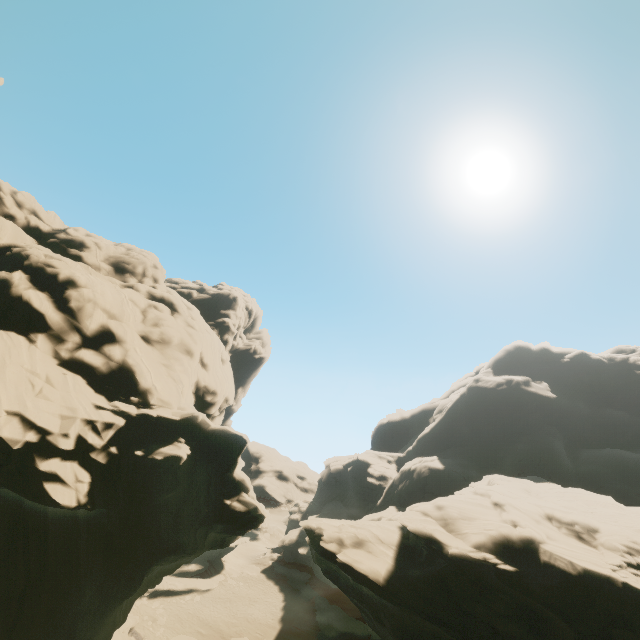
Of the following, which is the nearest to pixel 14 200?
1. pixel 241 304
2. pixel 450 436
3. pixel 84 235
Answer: pixel 84 235

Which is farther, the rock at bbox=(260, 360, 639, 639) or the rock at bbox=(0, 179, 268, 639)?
the rock at bbox=(260, 360, 639, 639)

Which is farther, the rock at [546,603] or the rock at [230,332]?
the rock at [546,603]
